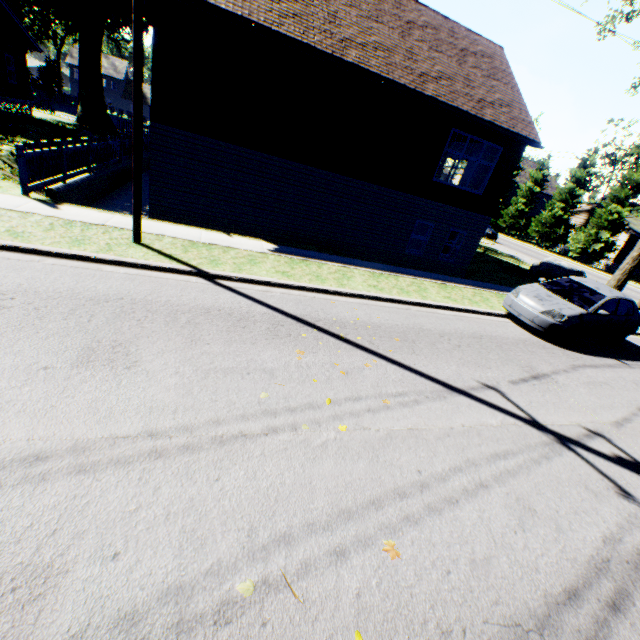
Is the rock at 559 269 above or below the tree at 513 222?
below

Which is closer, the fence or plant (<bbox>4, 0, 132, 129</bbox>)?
plant (<bbox>4, 0, 132, 129</bbox>)

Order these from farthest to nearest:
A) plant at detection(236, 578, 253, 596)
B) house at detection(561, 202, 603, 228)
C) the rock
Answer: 1. house at detection(561, 202, 603, 228)
2. the rock
3. plant at detection(236, 578, 253, 596)

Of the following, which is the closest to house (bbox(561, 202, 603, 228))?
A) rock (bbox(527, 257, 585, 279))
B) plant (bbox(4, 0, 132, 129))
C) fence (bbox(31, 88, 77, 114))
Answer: rock (bbox(527, 257, 585, 279))

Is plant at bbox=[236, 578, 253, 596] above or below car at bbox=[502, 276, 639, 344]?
below

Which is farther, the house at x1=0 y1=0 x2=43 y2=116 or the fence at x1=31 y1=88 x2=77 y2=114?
the fence at x1=31 y1=88 x2=77 y2=114

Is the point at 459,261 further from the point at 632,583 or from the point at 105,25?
the point at 105,25

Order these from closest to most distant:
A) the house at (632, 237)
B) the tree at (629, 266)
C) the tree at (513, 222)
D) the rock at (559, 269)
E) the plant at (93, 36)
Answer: the tree at (629, 266), the rock at (559, 269), the plant at (93, 36), the tree at (513, 222), the house at (632, 237)
